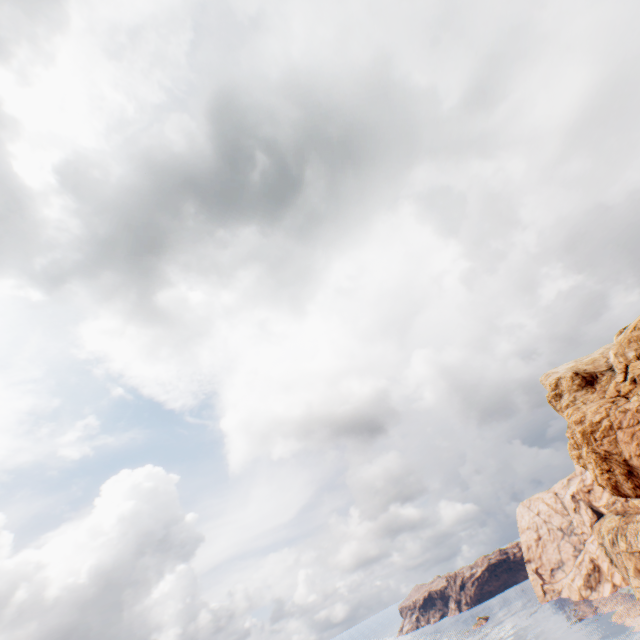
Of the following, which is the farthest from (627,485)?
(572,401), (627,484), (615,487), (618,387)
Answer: (572,401)
